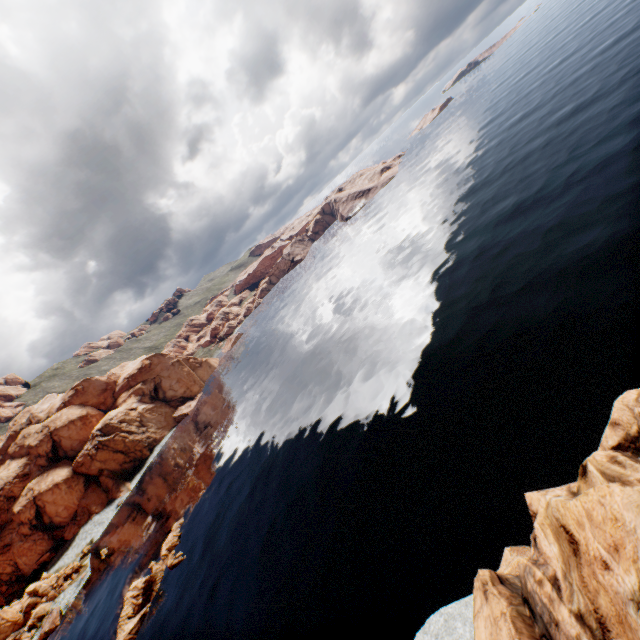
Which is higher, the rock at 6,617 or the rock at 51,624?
the rock at 6,617

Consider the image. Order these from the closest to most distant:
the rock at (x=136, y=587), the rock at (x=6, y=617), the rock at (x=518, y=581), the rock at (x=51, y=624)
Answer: the rock at (x=518, y=581) < the rock at (x=136, y=587) < the rock at (x=51, y=624) < the rock at (x=6, y=617)

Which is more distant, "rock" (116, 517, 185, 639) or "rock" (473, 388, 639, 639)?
"rock" (116, 517, 185, 639)

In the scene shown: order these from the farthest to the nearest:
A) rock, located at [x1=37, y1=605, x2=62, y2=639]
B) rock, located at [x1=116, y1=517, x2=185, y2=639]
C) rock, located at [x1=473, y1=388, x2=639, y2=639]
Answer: rock, located at [x1=37, y1=605, x2=62, y2=639], rock, located at [x1=116, y1=517, x2=185, y2=639], rock, located at [x1=473, y1=388, x2=639, y2=639]

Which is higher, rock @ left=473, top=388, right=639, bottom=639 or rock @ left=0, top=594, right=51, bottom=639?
rock @ left=473, top=388, right=639, bottom=639

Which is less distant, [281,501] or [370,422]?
[370,422]
